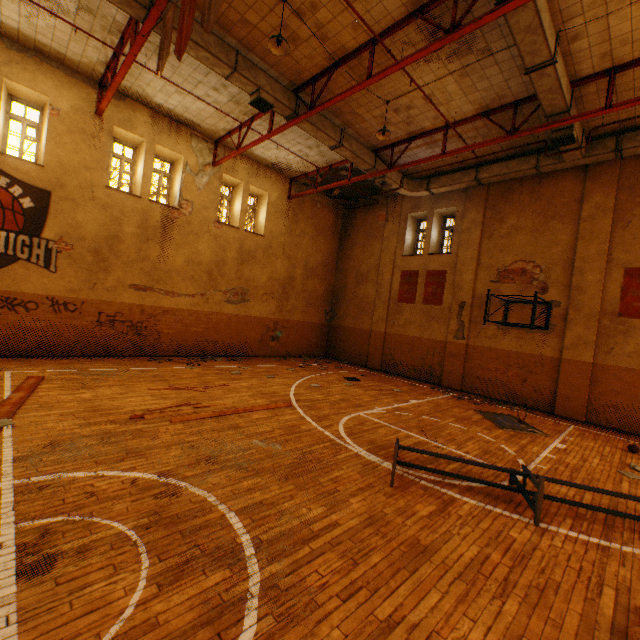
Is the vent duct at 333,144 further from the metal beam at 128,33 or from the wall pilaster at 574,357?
the wall pilaster at 574,357

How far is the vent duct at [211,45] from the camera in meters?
7.6

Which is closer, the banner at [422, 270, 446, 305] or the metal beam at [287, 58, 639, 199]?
the metal beam at [287, 58, 639, 199]

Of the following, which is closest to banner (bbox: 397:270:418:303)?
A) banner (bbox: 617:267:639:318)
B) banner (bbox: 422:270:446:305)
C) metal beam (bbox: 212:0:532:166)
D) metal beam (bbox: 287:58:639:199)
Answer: banner (bbox: 422:270:446:305)

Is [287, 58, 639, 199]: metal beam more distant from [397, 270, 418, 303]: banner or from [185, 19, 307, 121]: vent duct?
[397, 270, 418, 303]: banner

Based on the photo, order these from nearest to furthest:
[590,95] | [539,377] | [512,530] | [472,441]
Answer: [512,530]
[472,441]
[590,95]
[539,377]

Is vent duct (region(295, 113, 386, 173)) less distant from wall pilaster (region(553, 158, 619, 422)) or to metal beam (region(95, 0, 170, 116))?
metal beam (region(95, 0, 170, 116))

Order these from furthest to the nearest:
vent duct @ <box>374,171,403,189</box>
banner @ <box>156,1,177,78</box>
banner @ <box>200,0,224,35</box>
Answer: vent duct @ <box>374,171,403,189</box> → banner @ <box>156,1,177,78</box> → banner @ <box>200,0,224,35</box>
